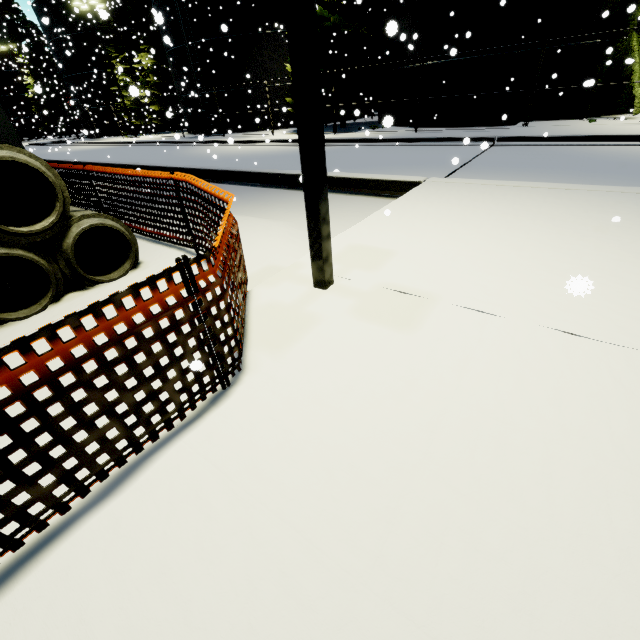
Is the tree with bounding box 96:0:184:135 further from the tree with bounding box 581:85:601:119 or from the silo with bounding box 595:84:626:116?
the tree with bounding box 581:85:601:119

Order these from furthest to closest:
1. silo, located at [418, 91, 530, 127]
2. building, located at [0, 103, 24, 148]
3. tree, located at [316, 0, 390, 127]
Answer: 1. tree, located at [316, 0, 390, 127]
2. silo, located at [418, 91, 530, 127]
3. building, located at [0, 103, 24, 148]

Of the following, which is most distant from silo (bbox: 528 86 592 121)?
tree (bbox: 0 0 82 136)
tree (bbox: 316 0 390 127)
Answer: tree (bbox: 0 0 82 136)

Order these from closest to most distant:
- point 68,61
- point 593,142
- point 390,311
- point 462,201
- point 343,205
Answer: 1. point 390,311
2. point 462,201
3. point 343,205
4. point 593,142
5. point 68,61

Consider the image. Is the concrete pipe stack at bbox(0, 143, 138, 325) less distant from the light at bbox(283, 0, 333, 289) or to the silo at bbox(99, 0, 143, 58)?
the silo at bbox(99, 0, 143, 58)

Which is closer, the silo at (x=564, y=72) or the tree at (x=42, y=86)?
the silo at (x=564, y=72)

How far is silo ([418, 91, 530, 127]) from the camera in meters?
15.6 m

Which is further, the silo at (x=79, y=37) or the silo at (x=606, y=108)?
the silo at (x=79, y=37)
